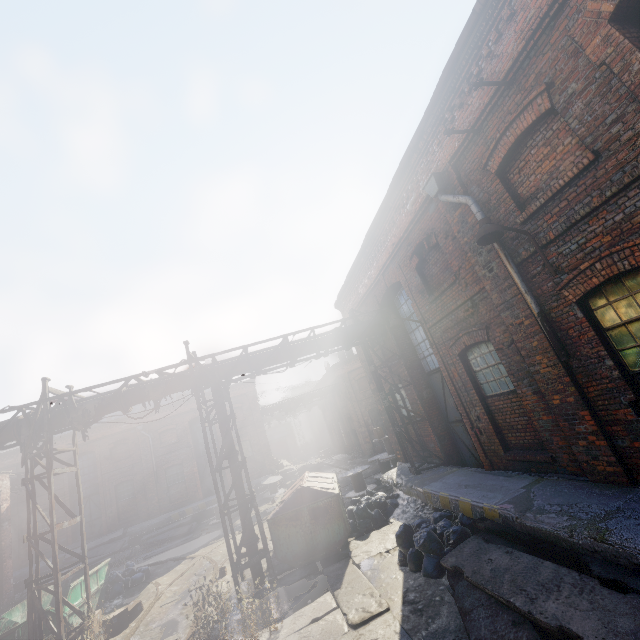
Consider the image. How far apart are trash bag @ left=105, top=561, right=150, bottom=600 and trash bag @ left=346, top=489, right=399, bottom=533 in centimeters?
856cm

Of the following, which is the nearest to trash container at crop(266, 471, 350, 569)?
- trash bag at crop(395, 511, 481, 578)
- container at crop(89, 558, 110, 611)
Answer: trash bag at crop(395, 511, 481, 578)

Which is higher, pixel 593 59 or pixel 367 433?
pixel 593 59

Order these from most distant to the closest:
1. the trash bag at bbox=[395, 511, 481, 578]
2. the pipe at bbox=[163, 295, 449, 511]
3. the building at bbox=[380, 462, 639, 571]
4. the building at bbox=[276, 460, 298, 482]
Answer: the building at bbox=[276, 460, 298, 482] → the pipe at bbox=[163, 295, 449, 511] → the trash bag at bbox=[395, 511, 481, 578] → the building at bbox=[380, 462, 639, 571]

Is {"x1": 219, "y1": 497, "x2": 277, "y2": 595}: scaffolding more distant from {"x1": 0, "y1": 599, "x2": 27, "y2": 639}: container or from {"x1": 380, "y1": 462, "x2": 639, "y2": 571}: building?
{"x1": 0, "y1": 599, "x2": 27, "y2": 639}: container

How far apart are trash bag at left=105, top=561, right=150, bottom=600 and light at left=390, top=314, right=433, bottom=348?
13.9m

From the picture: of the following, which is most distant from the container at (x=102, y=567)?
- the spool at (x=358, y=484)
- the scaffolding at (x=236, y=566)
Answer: the spool at (x=358, y=484)

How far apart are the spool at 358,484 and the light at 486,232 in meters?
12.2 m
